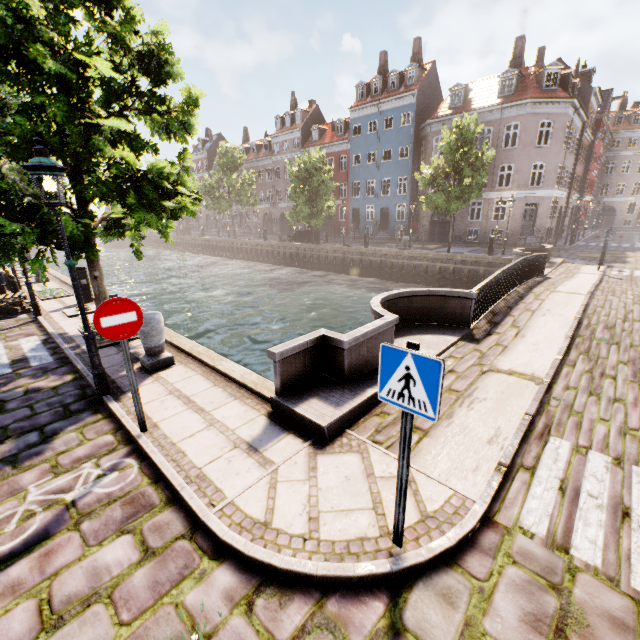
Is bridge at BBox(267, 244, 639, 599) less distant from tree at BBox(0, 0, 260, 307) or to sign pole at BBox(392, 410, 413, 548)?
sign pole at BBox(392, 410, 413, 548)

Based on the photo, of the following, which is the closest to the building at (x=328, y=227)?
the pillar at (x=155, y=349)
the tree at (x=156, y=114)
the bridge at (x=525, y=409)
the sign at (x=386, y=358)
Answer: the tree at (x=156, y=114)

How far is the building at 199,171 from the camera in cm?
5697

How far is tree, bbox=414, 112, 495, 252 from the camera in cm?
2034

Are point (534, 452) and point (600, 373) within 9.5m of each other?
yes

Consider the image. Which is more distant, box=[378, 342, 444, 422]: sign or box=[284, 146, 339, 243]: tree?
box=[284, 146, 339, 243]: tree

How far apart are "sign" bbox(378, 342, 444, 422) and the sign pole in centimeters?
1cm

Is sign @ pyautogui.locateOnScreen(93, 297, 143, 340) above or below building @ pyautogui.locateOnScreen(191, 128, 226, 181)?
below
